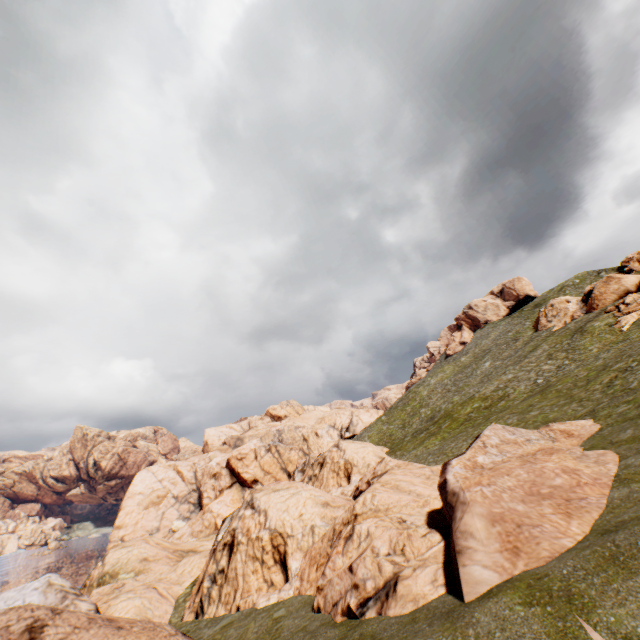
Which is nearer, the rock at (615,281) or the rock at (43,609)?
the rock at (43,609)

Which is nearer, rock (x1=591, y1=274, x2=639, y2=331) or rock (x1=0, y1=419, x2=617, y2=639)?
rock (x1=0, y1=419, x2=617, y2=639)

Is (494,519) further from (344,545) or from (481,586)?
(344,545)

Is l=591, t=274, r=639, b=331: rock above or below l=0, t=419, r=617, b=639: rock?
above

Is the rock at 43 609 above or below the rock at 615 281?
below
